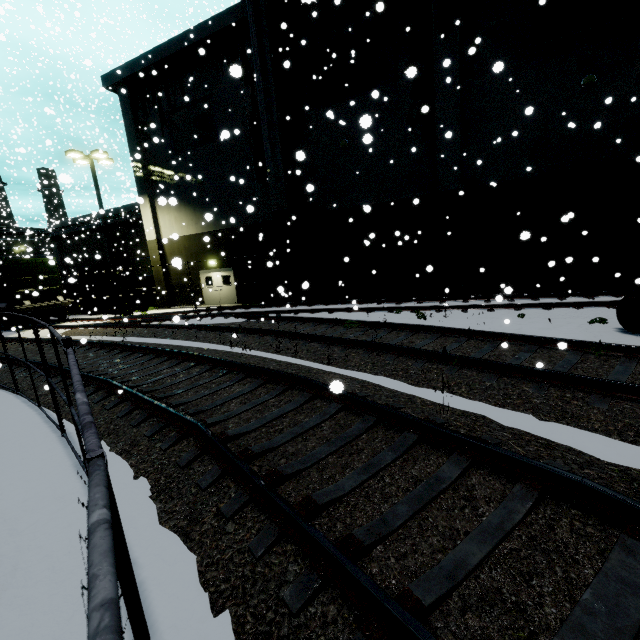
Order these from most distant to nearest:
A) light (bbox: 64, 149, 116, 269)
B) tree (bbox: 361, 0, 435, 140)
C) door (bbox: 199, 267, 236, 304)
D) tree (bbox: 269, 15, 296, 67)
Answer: door (bbox: 199, 267, 236, 304) → light (bbox: 64, 149, 116, 269) → tree (bbox: 269, 15, 296, 67) → tree (bbox: 361, 0, 435, 140)

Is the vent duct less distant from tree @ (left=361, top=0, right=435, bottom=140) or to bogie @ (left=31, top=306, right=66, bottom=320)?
tree @ (left=361, top=0, right=435, bottom=140)

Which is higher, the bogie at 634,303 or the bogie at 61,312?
the bogie at 61,312

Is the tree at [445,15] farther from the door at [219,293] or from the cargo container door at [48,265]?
the door at [219,293]

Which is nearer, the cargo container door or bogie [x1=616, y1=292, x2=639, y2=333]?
bogie [x1=616, y1=292, x2=639, y2=333]

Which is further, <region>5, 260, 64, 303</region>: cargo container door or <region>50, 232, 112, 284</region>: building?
<region>50, 232, 112, 284</region>: building

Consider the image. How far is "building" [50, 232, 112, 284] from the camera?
28.5m

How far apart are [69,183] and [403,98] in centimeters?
1537cm
